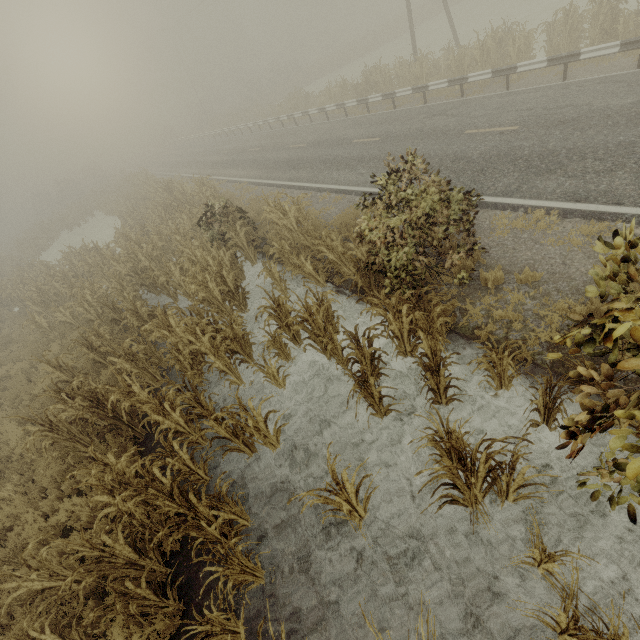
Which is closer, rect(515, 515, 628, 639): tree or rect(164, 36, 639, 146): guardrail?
rect(515, 515, 628, 639): tree

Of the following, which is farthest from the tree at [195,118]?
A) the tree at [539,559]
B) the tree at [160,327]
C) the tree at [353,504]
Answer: the tree at [353,504]

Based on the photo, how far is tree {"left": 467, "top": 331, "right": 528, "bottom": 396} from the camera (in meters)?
4.42

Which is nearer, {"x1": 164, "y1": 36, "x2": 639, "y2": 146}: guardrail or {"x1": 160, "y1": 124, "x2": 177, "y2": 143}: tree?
{"x1": 164, "y1": 36, "x2": 639, "y2": 146}: guardrail

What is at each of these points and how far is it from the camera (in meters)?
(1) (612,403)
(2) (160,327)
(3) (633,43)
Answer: (1) tree, 2.63
(2) tree, 7.48
(3) guardrail, 9.53

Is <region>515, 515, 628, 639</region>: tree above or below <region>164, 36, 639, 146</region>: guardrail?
below

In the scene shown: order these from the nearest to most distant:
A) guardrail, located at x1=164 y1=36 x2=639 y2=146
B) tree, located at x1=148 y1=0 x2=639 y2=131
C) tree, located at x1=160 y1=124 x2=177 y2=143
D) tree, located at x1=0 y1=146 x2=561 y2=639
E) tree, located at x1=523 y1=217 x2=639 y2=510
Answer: tree, located at x1=523 y1=217 x2=639 y2=510
tree, located at x1=0 y1=146 x2=561 y2=639
guardrail, located at x1=164 y1=36 x2=639 y2=146
tree, located at x1=148 y1=0 x2=639 y2=131
tree, located at x1=160 y1=124 x2=177 y2=143

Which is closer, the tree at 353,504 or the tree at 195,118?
the tree at 353,504
